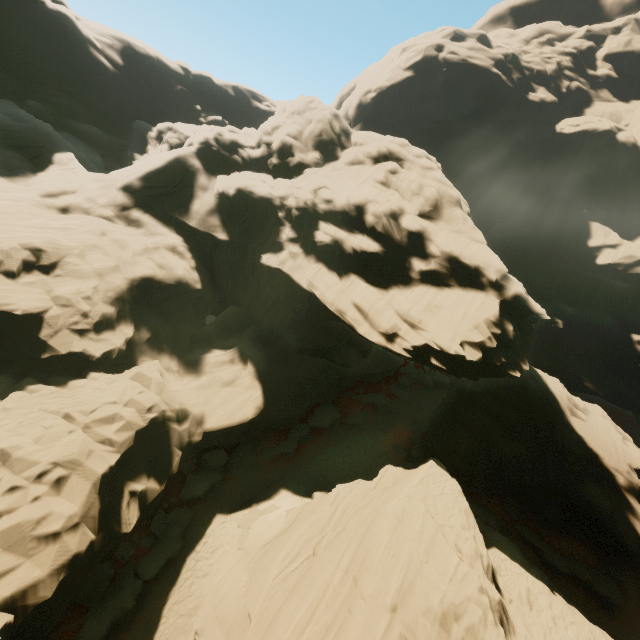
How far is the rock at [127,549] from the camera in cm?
1612

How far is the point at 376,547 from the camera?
13.47m

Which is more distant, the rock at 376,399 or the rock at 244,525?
the rock at 376,399

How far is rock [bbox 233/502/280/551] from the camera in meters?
18.6 m

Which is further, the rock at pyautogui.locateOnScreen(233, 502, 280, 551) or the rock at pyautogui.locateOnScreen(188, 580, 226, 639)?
the rock at pyautogui.locateOnScreen(233, 502, 280, 551)

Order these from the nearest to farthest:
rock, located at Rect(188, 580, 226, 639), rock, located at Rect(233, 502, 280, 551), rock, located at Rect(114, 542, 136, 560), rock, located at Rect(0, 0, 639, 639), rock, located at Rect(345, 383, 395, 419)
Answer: rock, located at Rect(0, 0, 639, 639)
rock, located at Rect(188, 580, 226, 639)
rock, located at Rect(114, 542, 136, 560)
rock, located at Rect(233, 502, 280, 551)
rock, located at Rect(345, 383, 395, 419)
